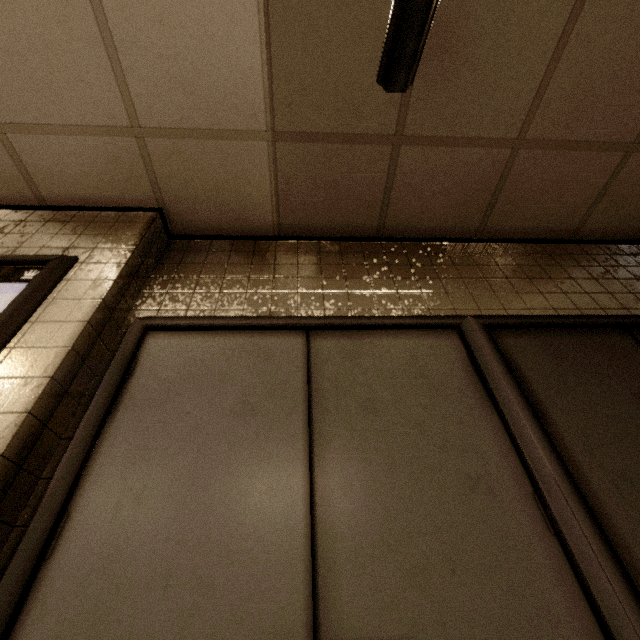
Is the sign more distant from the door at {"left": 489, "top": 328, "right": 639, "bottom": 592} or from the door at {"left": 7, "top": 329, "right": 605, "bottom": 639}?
the door at {"left": 489, "top": 328, "right": 639, "bottom": 592}

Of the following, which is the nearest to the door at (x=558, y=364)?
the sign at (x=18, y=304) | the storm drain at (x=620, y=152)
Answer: the storm drain at (x=620, y=152)

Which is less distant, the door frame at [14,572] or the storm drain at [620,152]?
the door frame at [14,572]

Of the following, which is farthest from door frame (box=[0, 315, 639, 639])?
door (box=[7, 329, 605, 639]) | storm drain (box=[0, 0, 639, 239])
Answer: storm drain (box=[0, 0, 639, 239])

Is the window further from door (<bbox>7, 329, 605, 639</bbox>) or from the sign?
the sign

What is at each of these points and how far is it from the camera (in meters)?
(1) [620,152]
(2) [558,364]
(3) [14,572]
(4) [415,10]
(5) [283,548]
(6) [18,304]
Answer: (1) storm drain, 2.02
(2) door, 1.56
(3) door frame, 0.91
(4) window, 1.30
(5) door, 1.00
(6) sign, 1.37

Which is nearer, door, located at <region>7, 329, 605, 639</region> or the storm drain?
door, located at <region>7, 329, 605, 639</region>

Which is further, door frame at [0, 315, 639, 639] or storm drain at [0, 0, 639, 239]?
storm drain at [0, 0, 639, 239]
